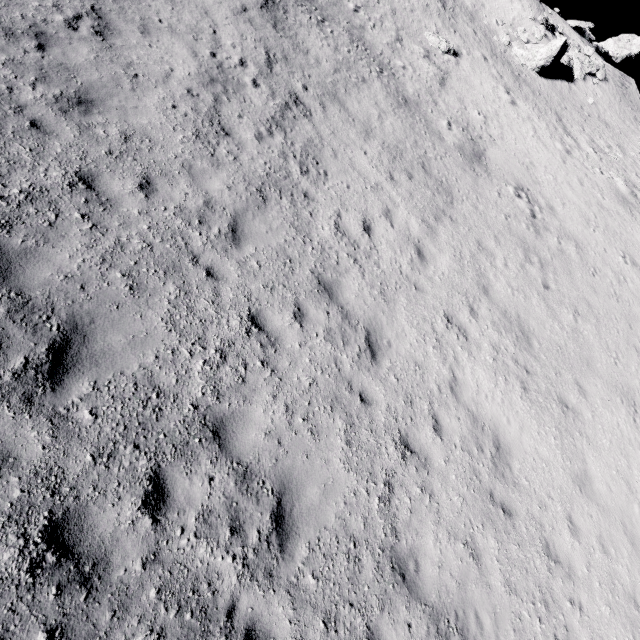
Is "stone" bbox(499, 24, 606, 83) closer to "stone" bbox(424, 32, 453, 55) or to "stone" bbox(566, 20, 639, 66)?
"stone" bbox(424, 32, 453, 55)

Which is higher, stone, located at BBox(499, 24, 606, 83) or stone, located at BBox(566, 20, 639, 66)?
stone, located at BBox(566, 20, 639, 66)

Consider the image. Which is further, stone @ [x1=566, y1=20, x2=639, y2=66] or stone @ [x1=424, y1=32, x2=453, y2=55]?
stone @ [x1=566, y1=20, x2=639, y2=66]

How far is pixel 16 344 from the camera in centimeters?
440cm

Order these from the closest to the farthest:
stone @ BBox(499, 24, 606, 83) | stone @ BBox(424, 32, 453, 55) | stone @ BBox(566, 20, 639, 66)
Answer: stone @ BBox(424, 32, 453, 55), stone @ BBox(499, 24, 606, 83), stone @ BBox(566, 20, 639, 66)

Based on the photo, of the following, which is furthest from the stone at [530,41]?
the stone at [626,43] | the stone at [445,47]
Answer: the stone at [626,43]

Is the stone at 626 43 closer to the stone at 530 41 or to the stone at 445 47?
the stone at 530 41

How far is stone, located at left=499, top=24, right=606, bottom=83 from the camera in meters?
23.3
